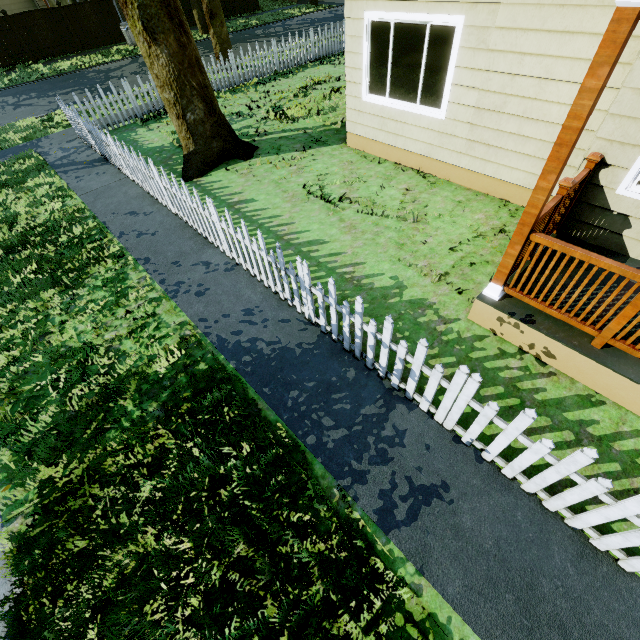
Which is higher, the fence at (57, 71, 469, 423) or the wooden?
the wooden

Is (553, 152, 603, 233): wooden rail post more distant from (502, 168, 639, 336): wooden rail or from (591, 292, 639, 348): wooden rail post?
(591, 292, 639, 348): wooden rail post

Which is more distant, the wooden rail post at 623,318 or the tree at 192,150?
the tree at 192,150

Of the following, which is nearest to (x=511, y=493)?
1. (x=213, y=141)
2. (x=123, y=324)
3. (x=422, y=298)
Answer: (x=422, y=298)

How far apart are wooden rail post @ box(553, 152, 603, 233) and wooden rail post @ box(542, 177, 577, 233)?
0.7 meters

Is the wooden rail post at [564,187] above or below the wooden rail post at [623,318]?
above

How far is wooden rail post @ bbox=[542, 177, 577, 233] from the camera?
3.52m

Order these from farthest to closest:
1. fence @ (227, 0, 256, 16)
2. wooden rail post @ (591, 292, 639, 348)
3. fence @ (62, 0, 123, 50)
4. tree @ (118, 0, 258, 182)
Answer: fence @ (227, 0, 256, 16) < fence @ (62, 0, 123, 50) < tree @ (118, 0, 258, 182) < wooden rail post @ (591, 292, 639, 348)
